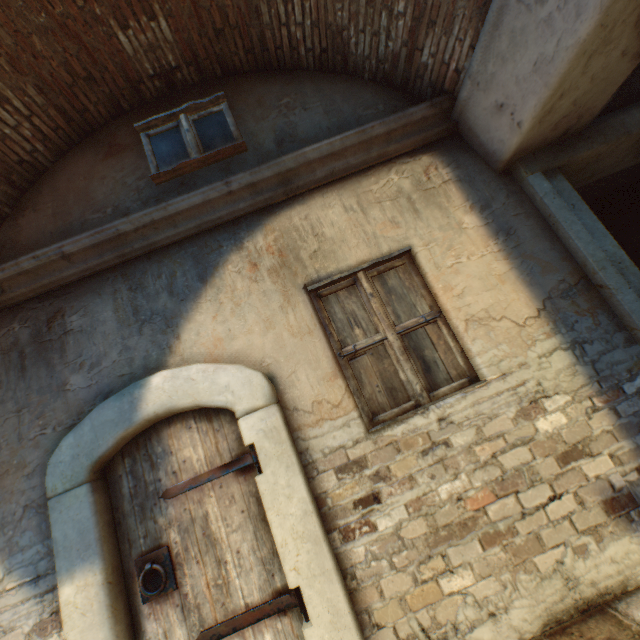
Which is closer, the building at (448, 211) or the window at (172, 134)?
the building at (448, 211)

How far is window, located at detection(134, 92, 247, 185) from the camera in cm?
322

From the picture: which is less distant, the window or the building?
the building

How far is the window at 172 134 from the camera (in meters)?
3.22

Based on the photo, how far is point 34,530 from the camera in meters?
2.4
